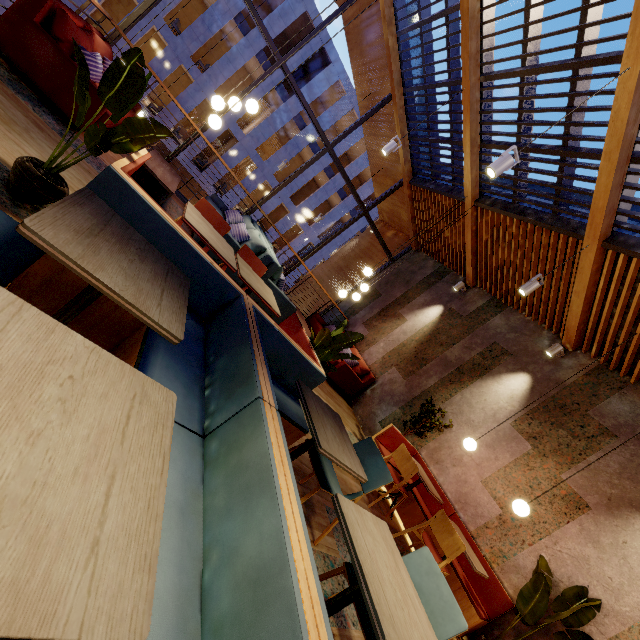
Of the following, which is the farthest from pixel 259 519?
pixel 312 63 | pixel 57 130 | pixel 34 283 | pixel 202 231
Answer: pixel 312 63

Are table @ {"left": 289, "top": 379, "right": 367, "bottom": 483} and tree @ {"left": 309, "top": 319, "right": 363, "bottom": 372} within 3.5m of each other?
yes

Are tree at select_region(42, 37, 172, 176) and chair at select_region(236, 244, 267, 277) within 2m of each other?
yes

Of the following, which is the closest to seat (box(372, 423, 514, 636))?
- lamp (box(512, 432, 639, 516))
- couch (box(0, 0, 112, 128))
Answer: lamp (box(512, 432, 639, 516))

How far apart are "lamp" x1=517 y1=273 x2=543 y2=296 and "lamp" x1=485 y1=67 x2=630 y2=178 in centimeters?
186cm

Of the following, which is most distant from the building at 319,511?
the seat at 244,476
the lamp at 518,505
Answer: the lamp at 518,505

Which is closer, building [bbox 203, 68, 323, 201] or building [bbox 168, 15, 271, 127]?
building [bbox 168, 15, 271, 127]

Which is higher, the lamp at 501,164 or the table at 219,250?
the lamp at 501,164
